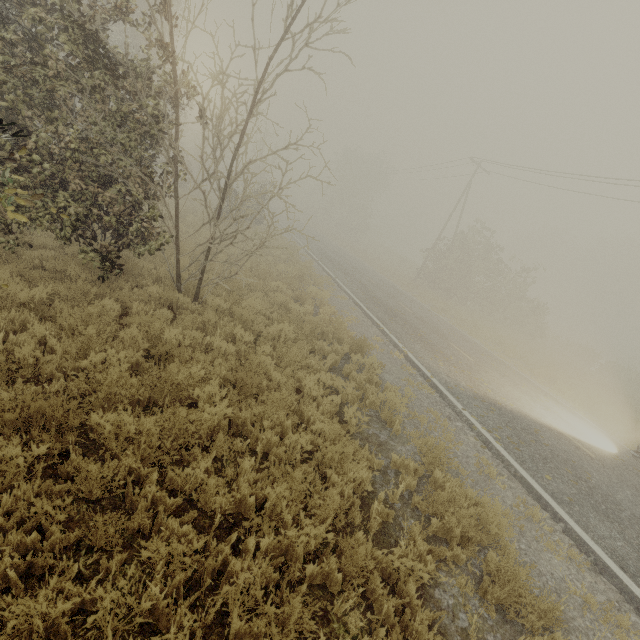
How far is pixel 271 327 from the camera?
8.1m

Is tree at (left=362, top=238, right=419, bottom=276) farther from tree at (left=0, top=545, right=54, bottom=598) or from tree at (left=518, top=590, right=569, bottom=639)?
tree at (left=518, top=590, right=569, bottom=639)

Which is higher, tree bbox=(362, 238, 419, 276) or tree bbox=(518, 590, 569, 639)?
tree bbox=(362, 238, 419, 276)

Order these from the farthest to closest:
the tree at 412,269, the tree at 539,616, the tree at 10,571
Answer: the tree at 412,269
the tree at 539,616
the tree at 10,571

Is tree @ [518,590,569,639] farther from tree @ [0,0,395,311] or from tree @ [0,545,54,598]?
tree @ [0,0,395,311]

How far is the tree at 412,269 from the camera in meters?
40.8

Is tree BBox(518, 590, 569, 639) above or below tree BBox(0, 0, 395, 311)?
below

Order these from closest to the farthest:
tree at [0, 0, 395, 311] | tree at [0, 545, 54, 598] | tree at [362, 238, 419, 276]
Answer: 1. tree at [0, 545, 54, 598]
2. tree at [0, 0, 395, 311]
3. tree at [362, 238, 419, 276]
